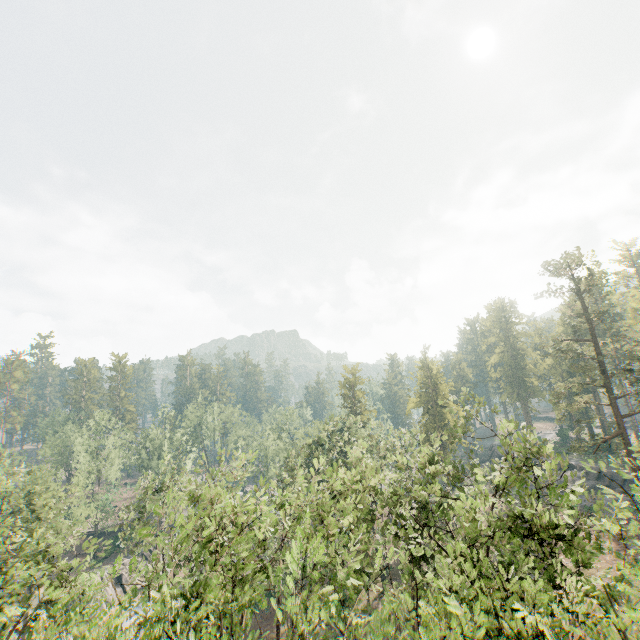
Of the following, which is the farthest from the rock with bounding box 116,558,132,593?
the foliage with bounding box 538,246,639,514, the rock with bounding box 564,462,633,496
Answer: the rock with bounding box 564,462,633,496

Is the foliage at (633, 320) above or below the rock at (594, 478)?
above

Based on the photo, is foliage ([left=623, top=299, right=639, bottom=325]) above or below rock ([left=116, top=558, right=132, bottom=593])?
above

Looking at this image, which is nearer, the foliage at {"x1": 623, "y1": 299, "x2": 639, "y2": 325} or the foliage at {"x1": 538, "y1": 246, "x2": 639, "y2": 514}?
the foliage at {"x1": 538, "y1": 246, "x2": 639, "y2": 514}

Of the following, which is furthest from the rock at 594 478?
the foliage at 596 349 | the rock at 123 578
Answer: the rock at 123 578

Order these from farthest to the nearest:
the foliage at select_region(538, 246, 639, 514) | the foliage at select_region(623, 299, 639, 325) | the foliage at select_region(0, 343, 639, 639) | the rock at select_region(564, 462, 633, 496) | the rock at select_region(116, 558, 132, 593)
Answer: the foliage at select_region(623, 299, 639, 325)
the rock at select_region(116, 558, 132, 593)
the rock at select_region(564, 462, 633, 496)
the foliage at select_region(538, 246, 639, 514)
the foliage at select_region(0, 343, 639, 639)

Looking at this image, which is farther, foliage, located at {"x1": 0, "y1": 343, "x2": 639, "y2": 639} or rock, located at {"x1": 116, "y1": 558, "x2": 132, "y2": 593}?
rock, located at {"x1": 116, "y1": 558, "x2": 132, "y2": 593}

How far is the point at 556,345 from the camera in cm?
3944
